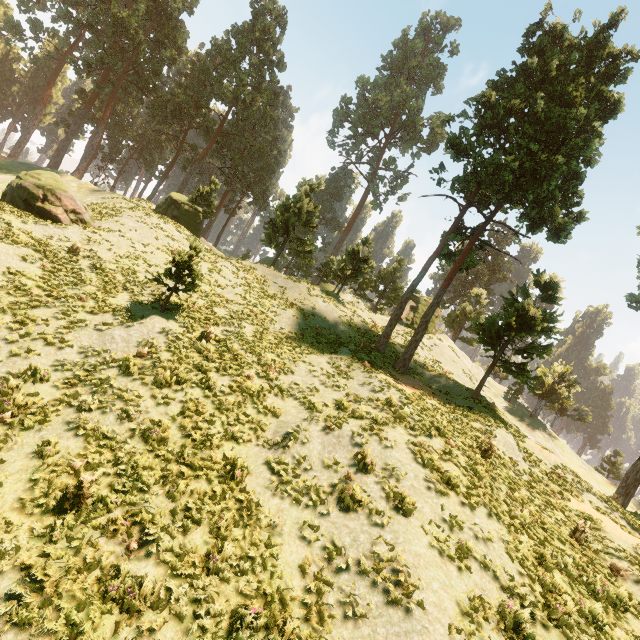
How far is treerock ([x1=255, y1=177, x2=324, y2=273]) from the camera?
29.7 meters

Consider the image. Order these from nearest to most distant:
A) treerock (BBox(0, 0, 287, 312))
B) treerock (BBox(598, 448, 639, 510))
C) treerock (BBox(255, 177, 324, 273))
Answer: treerock (BBox(598, 448, 639, 510))
treerock (BBox(255, 177, 324, 273))
treerock (BBox(0, 0, 287, 312))

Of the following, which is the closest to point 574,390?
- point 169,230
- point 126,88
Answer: point 169,230

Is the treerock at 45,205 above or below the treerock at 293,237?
below

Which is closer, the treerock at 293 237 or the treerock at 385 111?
the treerock at 385 111

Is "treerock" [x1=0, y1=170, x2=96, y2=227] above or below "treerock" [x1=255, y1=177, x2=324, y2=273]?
below
